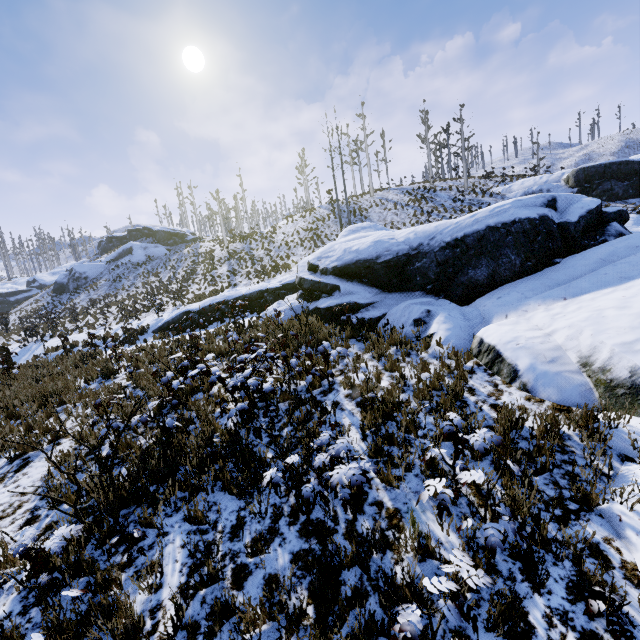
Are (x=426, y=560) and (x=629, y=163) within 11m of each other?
no

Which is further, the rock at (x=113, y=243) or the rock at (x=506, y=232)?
the rock at (x=113, y=243)

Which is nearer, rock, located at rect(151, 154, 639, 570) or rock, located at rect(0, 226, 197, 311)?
rock, located at rect(151, 154, 639, 570)

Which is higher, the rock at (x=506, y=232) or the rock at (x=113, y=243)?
the rock at (x=113, y=243)

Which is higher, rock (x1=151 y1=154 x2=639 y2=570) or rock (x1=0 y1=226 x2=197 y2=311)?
rock (x1=0 y1=226 x2=197 y2=311)
